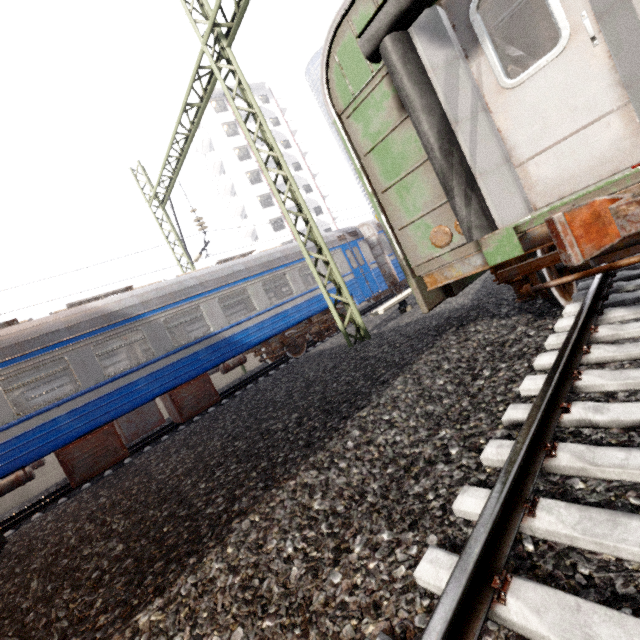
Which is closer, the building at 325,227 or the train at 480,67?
the train at 480,67

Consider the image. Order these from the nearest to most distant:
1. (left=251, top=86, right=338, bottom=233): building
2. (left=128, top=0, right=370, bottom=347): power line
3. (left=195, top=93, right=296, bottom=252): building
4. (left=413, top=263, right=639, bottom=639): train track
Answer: (left=413, top=263, right=639, bottom=639): train track, (left=128, top=0, right=370, bottom=347): power line, (left=195, top=93, right=296, bottom=252): building, (left=251, top=86, right=338, bottom=233): building

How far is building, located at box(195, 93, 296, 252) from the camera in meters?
36.8 m

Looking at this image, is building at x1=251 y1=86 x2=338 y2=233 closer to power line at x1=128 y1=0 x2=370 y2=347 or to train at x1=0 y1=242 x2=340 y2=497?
train at x1=0 y1=242 x2=340 y2=497

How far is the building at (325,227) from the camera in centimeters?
3922cm

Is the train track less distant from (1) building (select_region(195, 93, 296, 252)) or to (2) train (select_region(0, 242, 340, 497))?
(2) train (select_region(0, 242, 340, 497))

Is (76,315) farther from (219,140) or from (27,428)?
(219,140)
